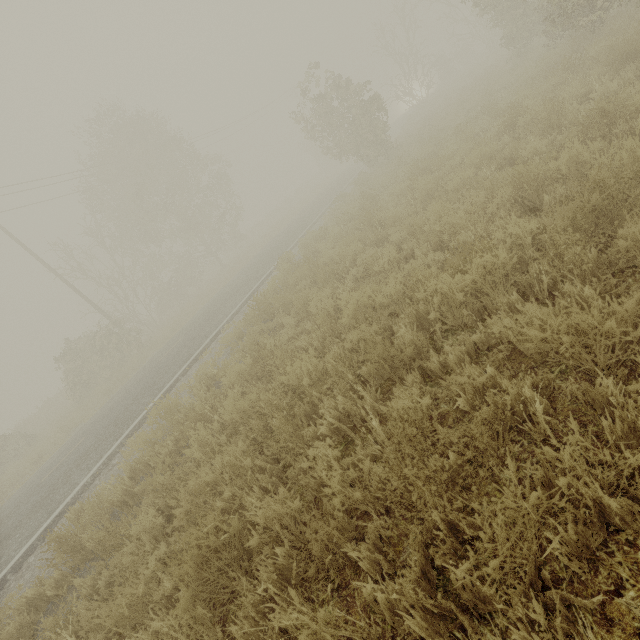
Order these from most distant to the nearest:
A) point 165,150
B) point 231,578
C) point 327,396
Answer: point 165,150, point 327,396, point 231,578
